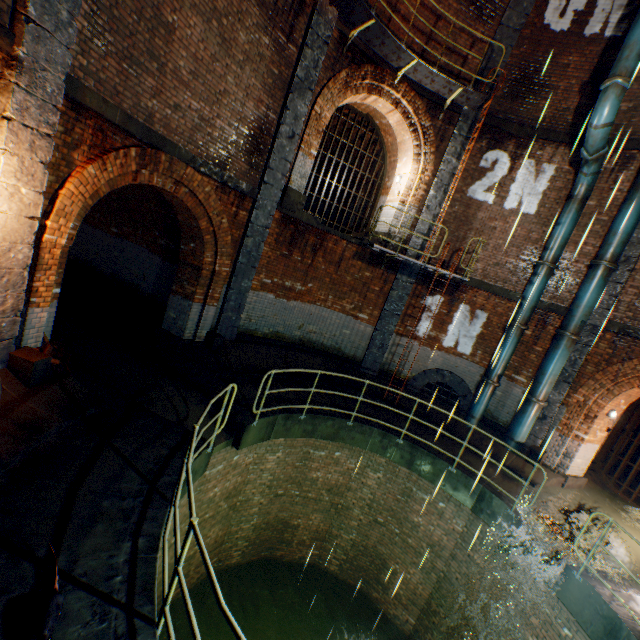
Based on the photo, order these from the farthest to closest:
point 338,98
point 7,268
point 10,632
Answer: point 338,98
point 7,268
point 10,632

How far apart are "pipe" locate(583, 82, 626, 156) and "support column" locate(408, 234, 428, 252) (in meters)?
2.99

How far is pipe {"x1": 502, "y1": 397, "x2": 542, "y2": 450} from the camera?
9.7 meters

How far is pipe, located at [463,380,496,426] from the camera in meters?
10.4 m

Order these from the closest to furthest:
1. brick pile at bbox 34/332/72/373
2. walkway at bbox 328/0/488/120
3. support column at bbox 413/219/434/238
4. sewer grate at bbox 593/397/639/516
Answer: brick pile at bbox 34/332/72/373
walkway at bbox 328/0/488/120
sewer grate at bbox 593/397/639/516
support column at bbox 413/219/434/238

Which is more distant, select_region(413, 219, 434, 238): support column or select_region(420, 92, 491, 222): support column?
select_region(413, 219, 434, 238): support column

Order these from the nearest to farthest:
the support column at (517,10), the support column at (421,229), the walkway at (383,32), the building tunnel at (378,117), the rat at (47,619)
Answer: the rat at (47,619)
the walkway at (383,32)
the support column at (517,10)
the support column at (421,229)
the building tunnel at (378,117)

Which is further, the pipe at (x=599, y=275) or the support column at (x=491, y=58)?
the support column at (x=491, y=58)
